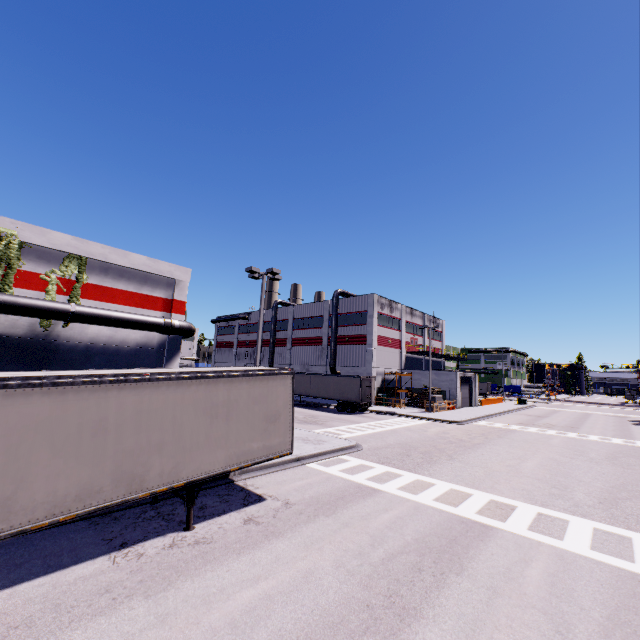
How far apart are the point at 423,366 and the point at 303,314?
22.0m

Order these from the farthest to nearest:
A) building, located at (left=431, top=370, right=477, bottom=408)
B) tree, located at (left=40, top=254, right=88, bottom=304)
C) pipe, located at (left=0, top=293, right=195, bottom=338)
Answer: building, located at (left=431, top=370, right=477, bottom=408), tree, located at (left=40, top=254, right=88, bottom=304), pipe, located at (left=0, top=293, right=195, bottom=338)

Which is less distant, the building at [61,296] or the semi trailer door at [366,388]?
the building at [61,296]

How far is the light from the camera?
19.1 meters

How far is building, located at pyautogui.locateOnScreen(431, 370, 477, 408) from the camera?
42.4m

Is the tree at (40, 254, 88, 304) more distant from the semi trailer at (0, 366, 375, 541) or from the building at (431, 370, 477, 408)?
the semi trailer at (0, 366, 375, 541)

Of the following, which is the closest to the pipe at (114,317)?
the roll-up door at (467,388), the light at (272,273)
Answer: the roll-up door at (467,388)

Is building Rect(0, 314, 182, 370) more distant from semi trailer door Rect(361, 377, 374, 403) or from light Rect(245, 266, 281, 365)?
light Rect(245, 266, 281, 365)
